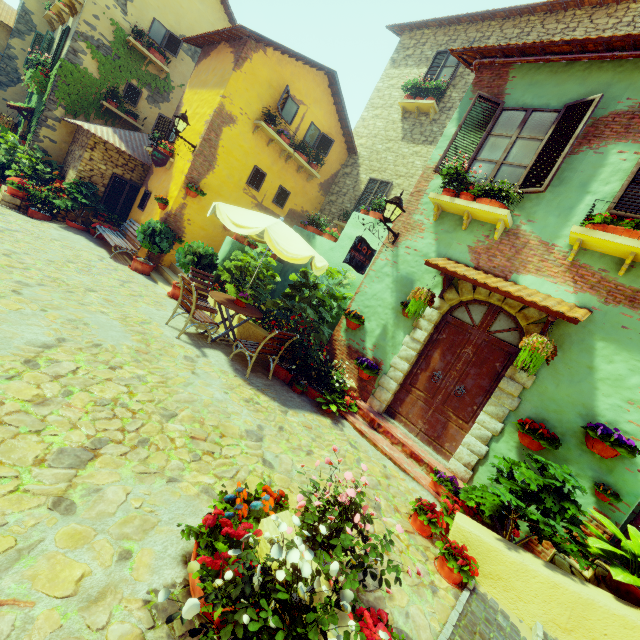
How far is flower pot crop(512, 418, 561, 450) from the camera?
4.6 meters

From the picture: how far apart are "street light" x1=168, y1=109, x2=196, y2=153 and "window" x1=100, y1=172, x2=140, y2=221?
3.6m

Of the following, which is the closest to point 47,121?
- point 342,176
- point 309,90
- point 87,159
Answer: point 87,159

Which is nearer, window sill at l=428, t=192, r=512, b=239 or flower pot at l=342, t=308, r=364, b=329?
window sill at l=428, t=192, r=512, b=239

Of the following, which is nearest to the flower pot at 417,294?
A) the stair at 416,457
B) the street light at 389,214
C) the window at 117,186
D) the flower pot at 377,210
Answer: the street light at 389,214

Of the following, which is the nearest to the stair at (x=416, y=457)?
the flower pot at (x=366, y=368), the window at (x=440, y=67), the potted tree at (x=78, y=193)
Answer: the flower pot at (x=366, y=368)

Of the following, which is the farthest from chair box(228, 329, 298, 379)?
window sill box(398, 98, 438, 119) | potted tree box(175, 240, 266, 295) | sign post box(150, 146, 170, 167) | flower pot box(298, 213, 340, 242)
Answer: window sill box(398, 98, 438, 119)

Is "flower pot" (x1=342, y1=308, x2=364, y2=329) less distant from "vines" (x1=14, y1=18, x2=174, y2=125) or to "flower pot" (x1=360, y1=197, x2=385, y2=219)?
"flower pot" (x1=360, y1=197, x2=385, y2=219)
